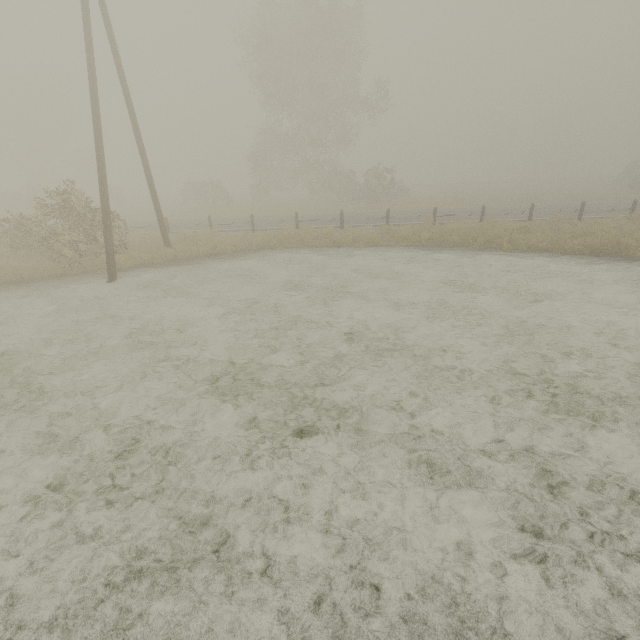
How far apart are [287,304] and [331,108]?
31.38m

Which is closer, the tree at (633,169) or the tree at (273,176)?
the tree at (273,176)

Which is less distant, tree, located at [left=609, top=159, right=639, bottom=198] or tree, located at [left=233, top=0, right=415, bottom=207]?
tree, located at [left=233, top=0, right=415, bottom=207]
